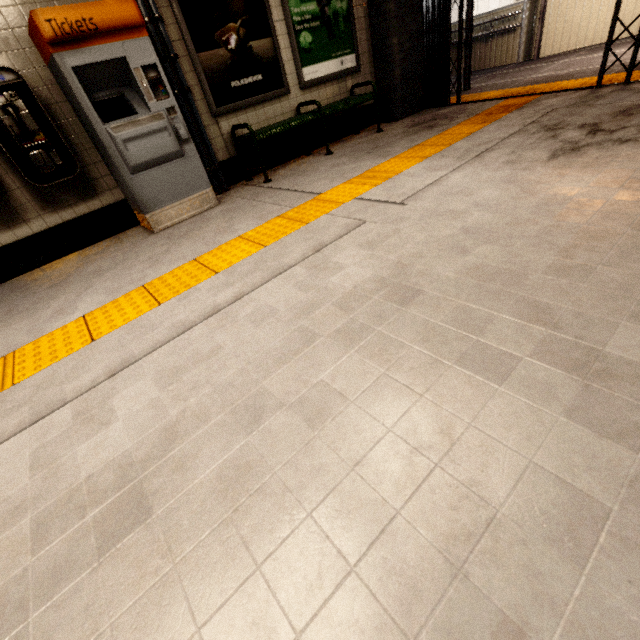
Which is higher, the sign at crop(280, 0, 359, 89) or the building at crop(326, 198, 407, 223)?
the sign at crop(280, 0, 359, 89)

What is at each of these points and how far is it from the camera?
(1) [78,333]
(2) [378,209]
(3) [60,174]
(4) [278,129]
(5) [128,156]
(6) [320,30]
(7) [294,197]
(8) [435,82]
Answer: (1) groundtactileadastrip, 2.2m
(2) building, 2.7m
(3) payphone, 3.4m
(4) bench, 4.2m
(5) ticket machine, 3.2m
(6) sign, 4.7m
(7) building, 3.5m
(8) gate, 5.7m

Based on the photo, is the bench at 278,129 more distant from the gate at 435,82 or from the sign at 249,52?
the gate at 435,82

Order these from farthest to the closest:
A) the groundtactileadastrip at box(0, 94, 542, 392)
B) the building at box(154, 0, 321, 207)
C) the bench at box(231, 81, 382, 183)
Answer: the bench at box(231, 81, 382, 183), the building at box(154, 0, 321, 207), the groundtactileadastrip at box(0, 94, 542, 392)

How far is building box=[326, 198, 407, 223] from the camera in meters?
2.6

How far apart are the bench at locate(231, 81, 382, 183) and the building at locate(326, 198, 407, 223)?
1.8m

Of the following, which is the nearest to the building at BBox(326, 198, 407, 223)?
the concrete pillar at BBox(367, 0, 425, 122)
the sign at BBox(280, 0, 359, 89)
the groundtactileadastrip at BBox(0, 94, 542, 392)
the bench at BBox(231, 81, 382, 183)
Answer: the groundtactileadastrip at BBox(0, 94, 542, 392)

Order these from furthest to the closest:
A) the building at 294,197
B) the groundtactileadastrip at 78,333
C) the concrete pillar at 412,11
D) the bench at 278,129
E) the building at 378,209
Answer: the concrete pillar at 412,11
the bench at 278,129
the building at 294,197
the building at 378,209
the groundtactileadastrip at 78,333
